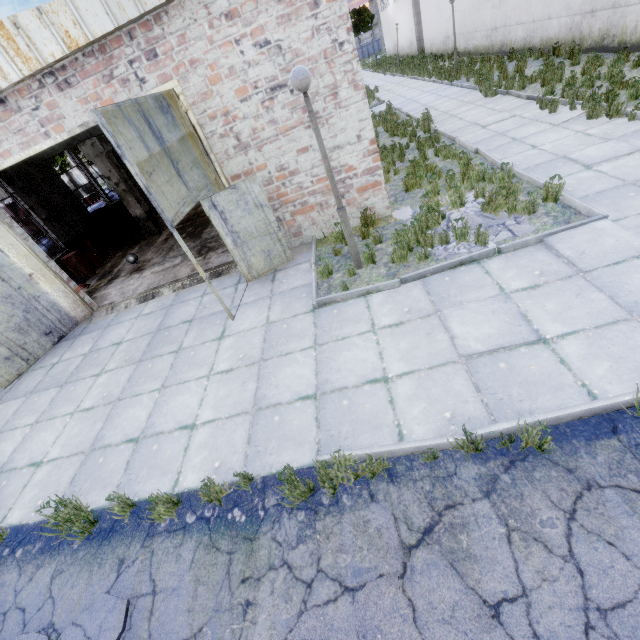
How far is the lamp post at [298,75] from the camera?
→ 4.6m

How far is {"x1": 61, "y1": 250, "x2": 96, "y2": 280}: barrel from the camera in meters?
12.0

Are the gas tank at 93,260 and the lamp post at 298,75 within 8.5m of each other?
no

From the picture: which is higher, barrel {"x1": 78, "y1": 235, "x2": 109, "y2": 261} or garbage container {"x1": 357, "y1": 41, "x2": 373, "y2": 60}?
garbage container {"x1": 357, "y1": 41, "x2": 373, "y2": 60}

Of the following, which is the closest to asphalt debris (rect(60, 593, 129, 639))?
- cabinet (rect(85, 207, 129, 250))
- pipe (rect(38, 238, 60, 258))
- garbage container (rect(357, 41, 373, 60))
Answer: pipe (rect(38, 238, 60, 258))

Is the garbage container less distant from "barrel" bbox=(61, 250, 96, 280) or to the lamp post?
"barrel" bbox=(61, 250, 96, 280)

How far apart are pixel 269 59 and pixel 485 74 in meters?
12.9

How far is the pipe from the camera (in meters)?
14.46
